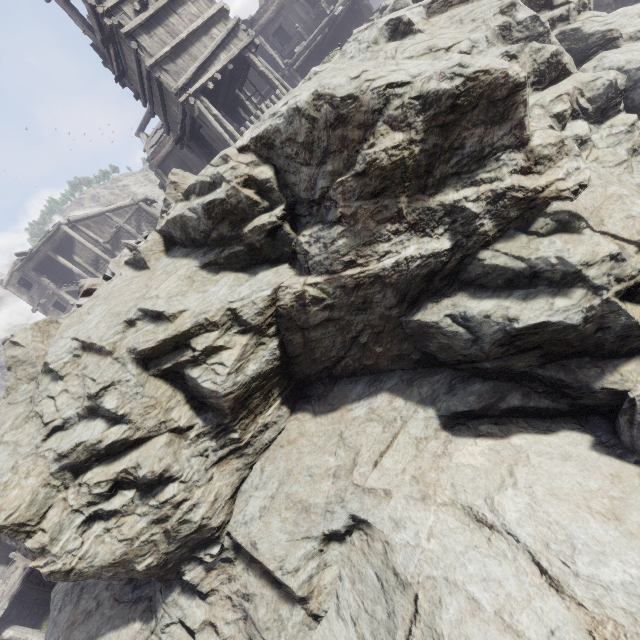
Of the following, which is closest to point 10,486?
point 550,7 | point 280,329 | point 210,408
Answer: point 210,408

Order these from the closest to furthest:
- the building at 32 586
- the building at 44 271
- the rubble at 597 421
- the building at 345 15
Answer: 1. the rubble at 597 421
2. the building at 345 15
3. the building at 32 586
4. the building at 44 271

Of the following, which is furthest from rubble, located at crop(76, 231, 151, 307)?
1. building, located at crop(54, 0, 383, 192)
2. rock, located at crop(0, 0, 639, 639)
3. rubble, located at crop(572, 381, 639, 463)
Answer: rubble, located at crop(572, 381, 639, 463)

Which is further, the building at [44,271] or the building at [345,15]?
the building at [44,271]

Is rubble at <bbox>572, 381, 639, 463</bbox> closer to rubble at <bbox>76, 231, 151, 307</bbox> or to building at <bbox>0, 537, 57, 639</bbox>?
building at <bbox>0, 537, 57, 639</bbox>

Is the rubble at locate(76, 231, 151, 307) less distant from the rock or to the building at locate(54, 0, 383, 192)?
the rock

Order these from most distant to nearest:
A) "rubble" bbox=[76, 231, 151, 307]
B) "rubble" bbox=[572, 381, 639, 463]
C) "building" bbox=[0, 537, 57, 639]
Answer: "building" bbox=[0, 537, 57, 639]
"rubble" bbox=[76, 231, 151, 307]
"rubble" bbox=[572, 381, 639, 463]

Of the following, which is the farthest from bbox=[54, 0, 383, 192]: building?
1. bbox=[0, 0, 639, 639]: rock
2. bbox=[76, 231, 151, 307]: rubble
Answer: bbox=[76, 231, 151, 307]: rubble
